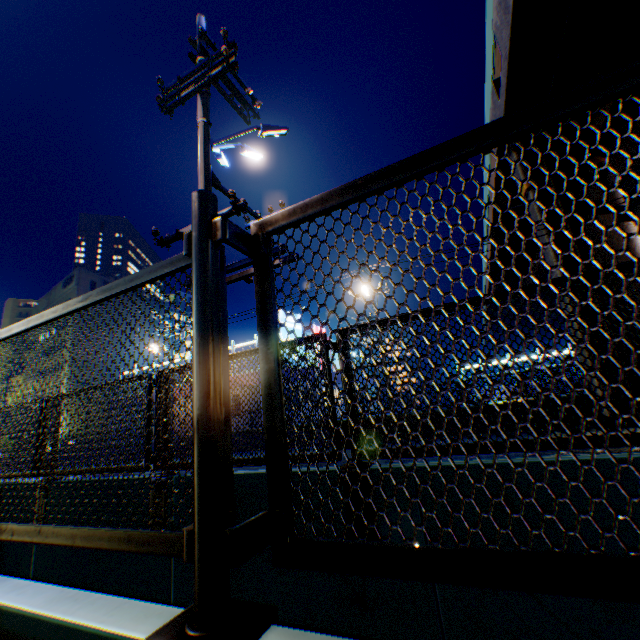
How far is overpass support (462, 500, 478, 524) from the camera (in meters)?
2.39

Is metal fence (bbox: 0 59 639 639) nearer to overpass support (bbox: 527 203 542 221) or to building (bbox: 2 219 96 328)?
overpass support (bbox: 527 203 542 221)

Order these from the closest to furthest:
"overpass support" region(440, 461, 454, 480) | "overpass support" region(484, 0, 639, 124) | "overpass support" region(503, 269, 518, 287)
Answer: "overpass support" region(440, 461, 454, 480) → "overpass support" region(484, 0, 639, 124) → "overpass support" region(503, 269, 518, 287)

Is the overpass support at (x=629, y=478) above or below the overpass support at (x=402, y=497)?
above

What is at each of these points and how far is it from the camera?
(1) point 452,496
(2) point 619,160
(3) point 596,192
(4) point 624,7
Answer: (1) overpass support, 2.5m
(2) overpass support, 18.4m
(3) overpass support, 13.8m
(4) overpass support, 10.4m

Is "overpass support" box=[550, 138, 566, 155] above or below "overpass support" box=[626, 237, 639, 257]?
above

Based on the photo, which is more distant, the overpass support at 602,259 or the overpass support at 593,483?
the overpass support at 602,259
